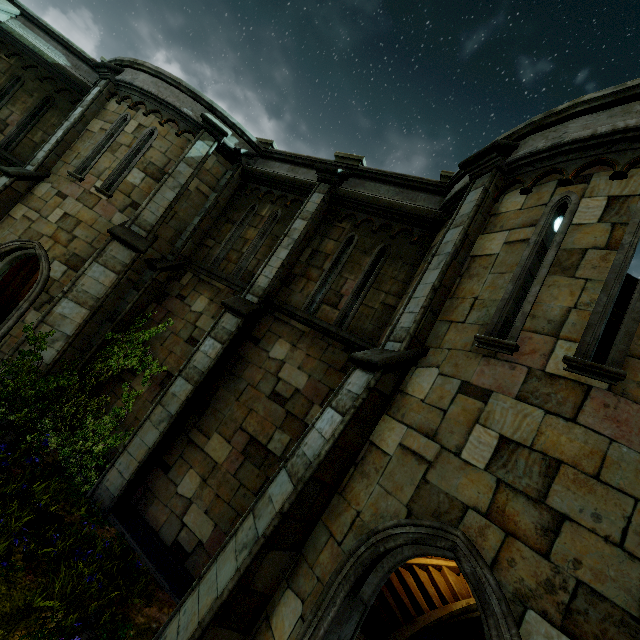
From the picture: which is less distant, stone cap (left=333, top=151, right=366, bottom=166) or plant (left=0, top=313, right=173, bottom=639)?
plant (left=0, top=313, right=173, bottom=639)

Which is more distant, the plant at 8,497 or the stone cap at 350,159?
the stone cap at 350,159

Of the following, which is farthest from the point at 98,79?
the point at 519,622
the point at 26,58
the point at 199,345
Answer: the point at 519,622

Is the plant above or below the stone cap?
below

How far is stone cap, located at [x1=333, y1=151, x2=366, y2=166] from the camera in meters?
9.0 m

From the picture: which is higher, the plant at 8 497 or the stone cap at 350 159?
the stone cap at 350 159
